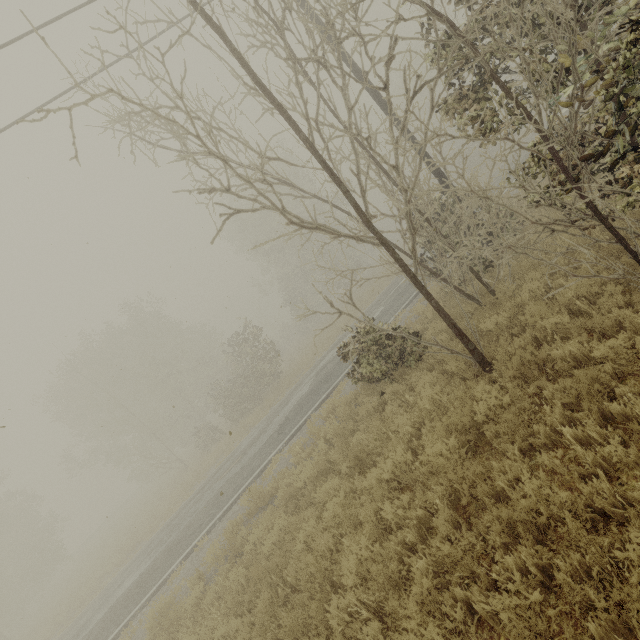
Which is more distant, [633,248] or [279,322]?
[279,322]

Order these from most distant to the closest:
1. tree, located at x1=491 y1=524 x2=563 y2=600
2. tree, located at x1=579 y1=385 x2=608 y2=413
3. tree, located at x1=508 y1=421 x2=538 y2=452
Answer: tree, located at x1=508 y1=421 x2=538 y2=452 < tree, located at x1=579 y1=385 x2=608 y2=413 < tree, located at x1=491 y1=524 x2=563 y2=600

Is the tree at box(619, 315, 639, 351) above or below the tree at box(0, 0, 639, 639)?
below

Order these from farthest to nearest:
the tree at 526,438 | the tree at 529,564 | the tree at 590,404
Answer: the tree at 526,438 → the tree at 590,404 → the tree at 529,564

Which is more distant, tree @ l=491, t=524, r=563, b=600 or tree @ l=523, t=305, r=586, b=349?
tree @ l=523, t=305, r=586, b=349

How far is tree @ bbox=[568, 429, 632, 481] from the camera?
3.4m

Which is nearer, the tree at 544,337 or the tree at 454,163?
the tree at 454,163
